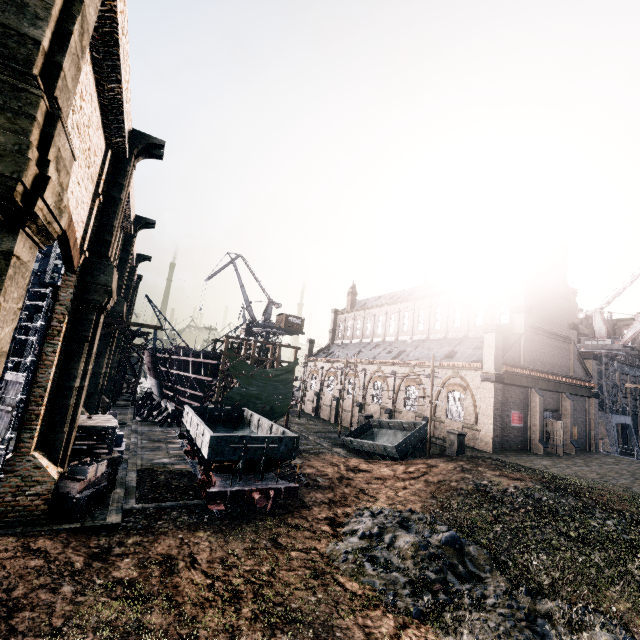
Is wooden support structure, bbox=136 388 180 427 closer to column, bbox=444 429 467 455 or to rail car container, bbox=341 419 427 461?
rail car container, bbox=341 419 427 461

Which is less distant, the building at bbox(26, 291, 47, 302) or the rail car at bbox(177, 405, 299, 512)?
the building at bbox(26, 291, 47, 302)

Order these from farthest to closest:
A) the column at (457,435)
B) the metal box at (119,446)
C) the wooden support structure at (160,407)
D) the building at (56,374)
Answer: the wooden support structure at (160,407) < the column at (457,435) < the metal box at (119,446) < the building at (56,374)

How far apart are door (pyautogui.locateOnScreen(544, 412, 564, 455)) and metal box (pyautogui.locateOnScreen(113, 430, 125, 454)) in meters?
37.2

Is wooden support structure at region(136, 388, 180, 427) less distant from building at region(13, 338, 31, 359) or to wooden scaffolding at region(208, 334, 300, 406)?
building at region(13, 338, 31, 359)

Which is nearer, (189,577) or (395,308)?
(189,577)

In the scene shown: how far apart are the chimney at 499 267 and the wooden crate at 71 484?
38.9m

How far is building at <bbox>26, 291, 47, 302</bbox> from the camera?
14.12m
